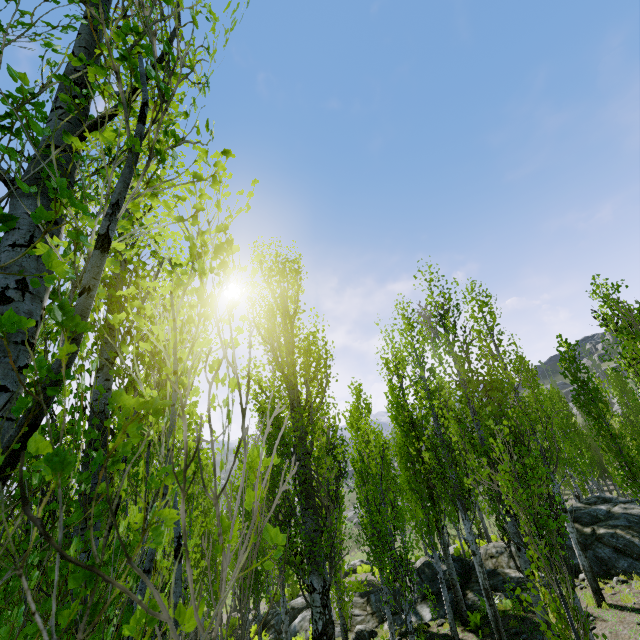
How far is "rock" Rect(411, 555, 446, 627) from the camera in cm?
1256

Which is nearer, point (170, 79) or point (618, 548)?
point (170, 79)

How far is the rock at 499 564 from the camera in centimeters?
1251cm

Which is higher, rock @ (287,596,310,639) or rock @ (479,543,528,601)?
rock @ (479,543,528,601)

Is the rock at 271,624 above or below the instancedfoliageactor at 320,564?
below

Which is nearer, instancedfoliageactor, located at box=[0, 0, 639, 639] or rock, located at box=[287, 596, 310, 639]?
instancedfoliageactor, located at box=[0, 0, 639, 639]
